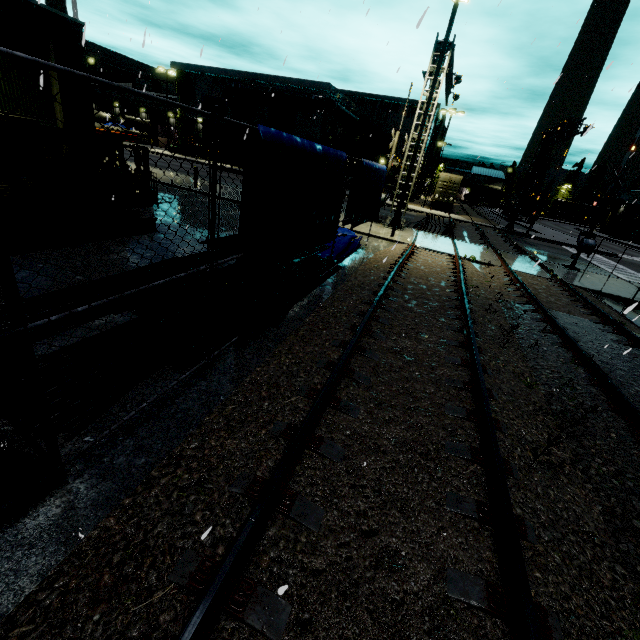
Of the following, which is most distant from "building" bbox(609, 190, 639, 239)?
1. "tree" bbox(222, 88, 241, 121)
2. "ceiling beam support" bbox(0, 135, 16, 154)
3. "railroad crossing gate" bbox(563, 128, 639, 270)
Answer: "railroad crossing gate" bbox(563, 128, 639, 270)

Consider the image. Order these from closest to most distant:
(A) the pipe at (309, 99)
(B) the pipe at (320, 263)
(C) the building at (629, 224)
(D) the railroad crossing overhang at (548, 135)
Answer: (B) the pipe at (320, 263), (D) the railroad crossing overhang at (548, 135), (A) the pipe at (309, 99), (C) the building at (629, 224)

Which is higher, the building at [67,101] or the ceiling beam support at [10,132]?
the building at [67,101]

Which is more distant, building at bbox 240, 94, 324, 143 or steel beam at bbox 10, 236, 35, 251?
building at bbox 240, 94, 324, 143

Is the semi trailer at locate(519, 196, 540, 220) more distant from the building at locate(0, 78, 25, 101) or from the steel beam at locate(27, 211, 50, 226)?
the steel beam at locate(27, 211, 50, 226)

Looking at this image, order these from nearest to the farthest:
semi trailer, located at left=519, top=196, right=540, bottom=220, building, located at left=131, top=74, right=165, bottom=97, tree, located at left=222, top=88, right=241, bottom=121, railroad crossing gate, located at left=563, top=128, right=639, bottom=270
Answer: railroad crossing gate, located at left=563, top=128, right=639, bottom=270
tree, located at left=222, top=88, right=241, bottom=121
semi trailer, located at left=519, top=196, right=540, bottom=220
building, located at left=131, top=74, right=165, bottom=97

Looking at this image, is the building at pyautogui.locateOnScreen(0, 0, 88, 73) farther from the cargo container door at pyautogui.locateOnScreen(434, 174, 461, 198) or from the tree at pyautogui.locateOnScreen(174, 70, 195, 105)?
the cargo container door at pyautogui.locateOnScreen(434, 174, 461, 198)

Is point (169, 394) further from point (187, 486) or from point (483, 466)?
point (483, 466)
